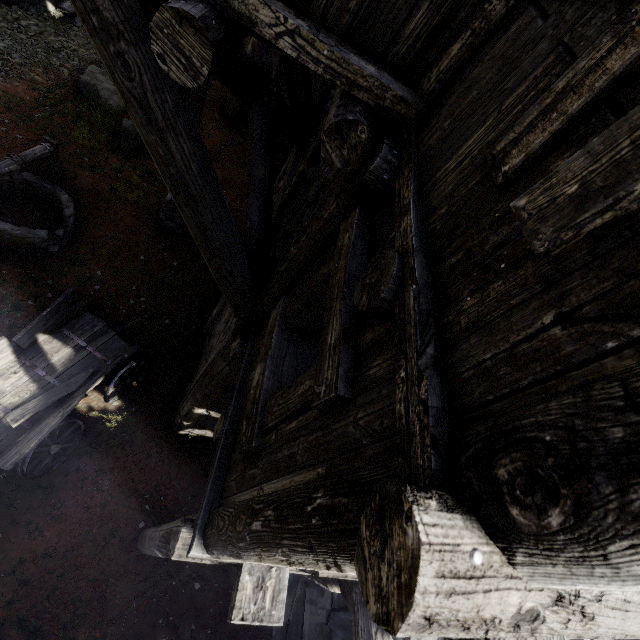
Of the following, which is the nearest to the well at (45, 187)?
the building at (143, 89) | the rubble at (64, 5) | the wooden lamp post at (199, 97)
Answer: the wooden lamp post at (199, 97)

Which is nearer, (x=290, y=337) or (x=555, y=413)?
(x=555, y=413)

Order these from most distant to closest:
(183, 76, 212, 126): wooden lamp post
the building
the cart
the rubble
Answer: the rubble
(183, 76, 212, 126): wooden lamp post
the cart
the building

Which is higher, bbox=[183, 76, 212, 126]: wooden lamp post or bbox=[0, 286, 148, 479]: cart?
bbox=[183, 76, 212, 126]: wooden lamp post

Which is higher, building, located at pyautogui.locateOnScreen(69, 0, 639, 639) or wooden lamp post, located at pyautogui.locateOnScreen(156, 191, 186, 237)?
building, located at pyautogui.locateOnScreen(69, 0, 639, 639)

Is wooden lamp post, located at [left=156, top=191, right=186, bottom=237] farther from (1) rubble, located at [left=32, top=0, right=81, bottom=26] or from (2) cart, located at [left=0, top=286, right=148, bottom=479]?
(1) rubble, located at [left=32, top=0, right=81, bottom=26]

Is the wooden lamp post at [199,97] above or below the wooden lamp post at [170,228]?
above

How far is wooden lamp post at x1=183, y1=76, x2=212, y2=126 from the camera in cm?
692
